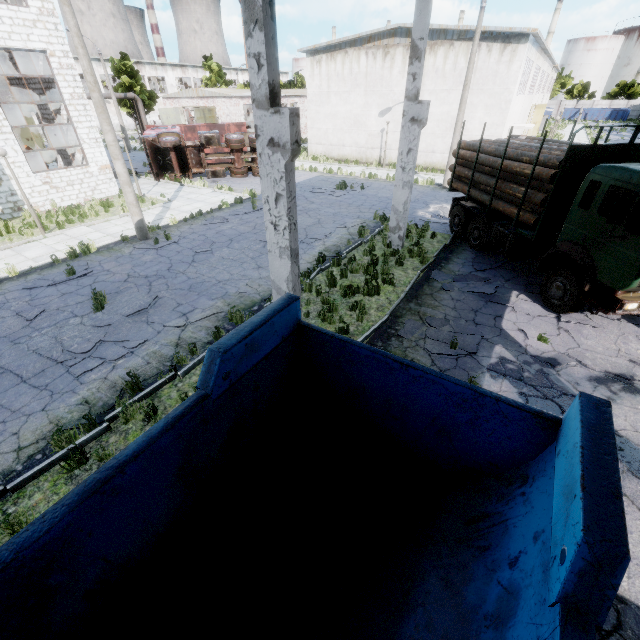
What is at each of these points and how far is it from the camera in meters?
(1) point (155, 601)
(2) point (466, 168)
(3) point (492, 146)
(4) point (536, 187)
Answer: (1) truck, 2.4 m
(2) log pile, 12.3 m
(3) log pile, 10.9 m
(4) log pile, 9.1 m

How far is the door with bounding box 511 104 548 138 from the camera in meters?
26.1

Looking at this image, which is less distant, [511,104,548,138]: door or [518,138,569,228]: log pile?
[518,138,569,228]: log pile

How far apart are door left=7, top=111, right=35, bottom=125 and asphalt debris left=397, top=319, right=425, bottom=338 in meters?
32.6 m

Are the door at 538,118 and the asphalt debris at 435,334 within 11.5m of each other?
no

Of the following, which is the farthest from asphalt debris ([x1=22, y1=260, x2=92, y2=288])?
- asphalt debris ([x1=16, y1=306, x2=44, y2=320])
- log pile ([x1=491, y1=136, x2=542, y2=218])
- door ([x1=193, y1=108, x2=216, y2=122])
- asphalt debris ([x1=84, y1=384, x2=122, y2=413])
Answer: door ([x1=193, y1=108, x2=216, y2=122])

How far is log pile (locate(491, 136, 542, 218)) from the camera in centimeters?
938cm

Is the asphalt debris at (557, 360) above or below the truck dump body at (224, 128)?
below
